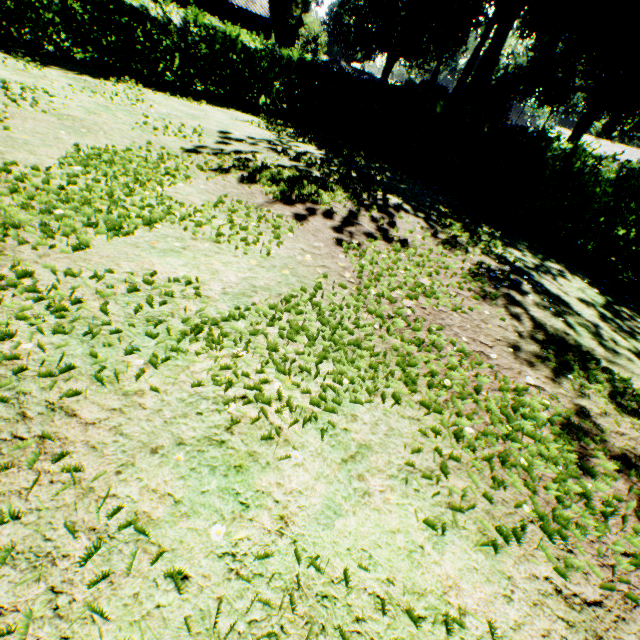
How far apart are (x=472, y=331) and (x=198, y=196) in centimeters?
452cm

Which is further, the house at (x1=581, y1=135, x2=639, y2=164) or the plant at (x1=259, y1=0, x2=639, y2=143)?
the house at (x1=581, y1=135, x2=639, y2=164)

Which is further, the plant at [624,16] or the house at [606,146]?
the house at [606,146]
